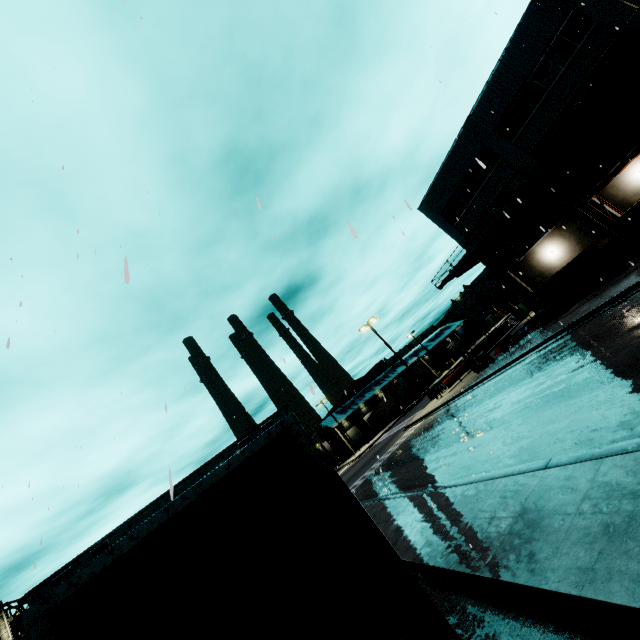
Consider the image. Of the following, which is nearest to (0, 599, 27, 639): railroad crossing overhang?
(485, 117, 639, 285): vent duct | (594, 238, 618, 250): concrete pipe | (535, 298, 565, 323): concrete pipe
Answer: (485, 117, 639, 285): vent duct

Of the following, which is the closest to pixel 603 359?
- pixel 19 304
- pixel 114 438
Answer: pixel 19 304

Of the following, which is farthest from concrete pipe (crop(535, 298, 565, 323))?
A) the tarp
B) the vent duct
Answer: the vent duct

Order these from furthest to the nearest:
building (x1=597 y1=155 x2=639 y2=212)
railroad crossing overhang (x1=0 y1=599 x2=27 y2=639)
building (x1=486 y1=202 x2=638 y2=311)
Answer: building (x1=486 y1=202 x2=638 y2=311) → building (x1=597 y1=155 x2=639 y2=212) → railroad crossing overhang (x1=0 y1=599 x2=27 y2=639)

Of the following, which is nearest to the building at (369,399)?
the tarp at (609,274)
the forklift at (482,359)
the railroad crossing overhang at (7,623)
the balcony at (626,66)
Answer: the balcony at (626,66)

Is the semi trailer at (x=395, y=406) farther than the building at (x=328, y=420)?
No

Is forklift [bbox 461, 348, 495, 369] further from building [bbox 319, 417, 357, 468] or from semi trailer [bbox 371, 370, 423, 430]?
building [bbox 319, 417, 357, 468]

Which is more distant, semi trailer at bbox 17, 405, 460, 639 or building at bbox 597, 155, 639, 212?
building at bbox 597, 155, 639, 212
